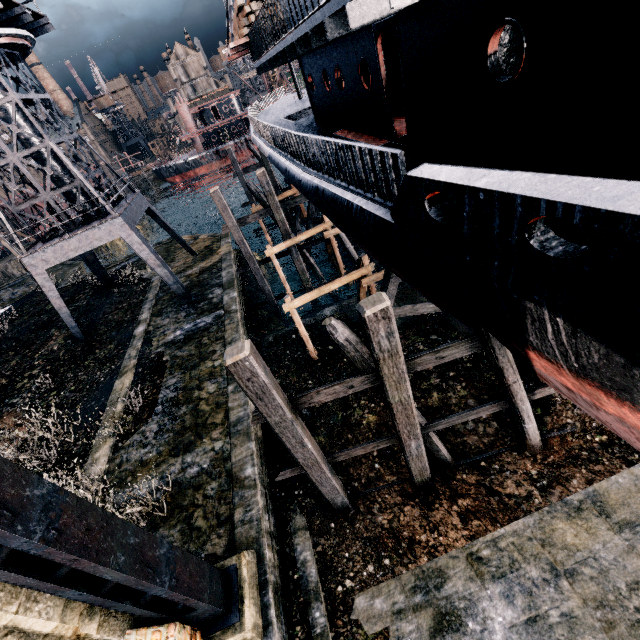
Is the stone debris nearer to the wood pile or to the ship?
the ship

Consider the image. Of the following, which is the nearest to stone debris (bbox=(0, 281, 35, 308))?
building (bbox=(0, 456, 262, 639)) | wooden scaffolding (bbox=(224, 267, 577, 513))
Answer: building (bbox=(0, 456, 262, 639))

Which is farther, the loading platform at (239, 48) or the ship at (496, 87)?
the loading platform at (239, 48)

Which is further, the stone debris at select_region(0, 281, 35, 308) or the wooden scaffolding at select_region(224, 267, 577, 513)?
the stone debris at select_region(0, 281, 35, 308)

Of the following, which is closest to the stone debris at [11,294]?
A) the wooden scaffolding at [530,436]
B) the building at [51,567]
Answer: the building at [51,567]

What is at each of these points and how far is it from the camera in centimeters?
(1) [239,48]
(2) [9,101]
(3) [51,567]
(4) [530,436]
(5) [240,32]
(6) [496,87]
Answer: (1) loading platform, 1574cm
(2) crane, 1491cm
(3) building, 479cm
(4) wooden scaffolding, 937cm
(5) wood pile, 1500cm
(6) ship, 518cm

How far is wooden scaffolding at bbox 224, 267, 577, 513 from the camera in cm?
604

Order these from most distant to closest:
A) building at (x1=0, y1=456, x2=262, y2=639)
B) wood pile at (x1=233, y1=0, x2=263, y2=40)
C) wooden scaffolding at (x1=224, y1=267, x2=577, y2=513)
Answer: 1. wood pile at (x1=233, y1=0, x2=263, y2=40)
2. wooden scaffolding at (x1=224, y1=267, x2=577, y2=513)
3. building at (x1=0, y1=456, x2=262, y2=639)
